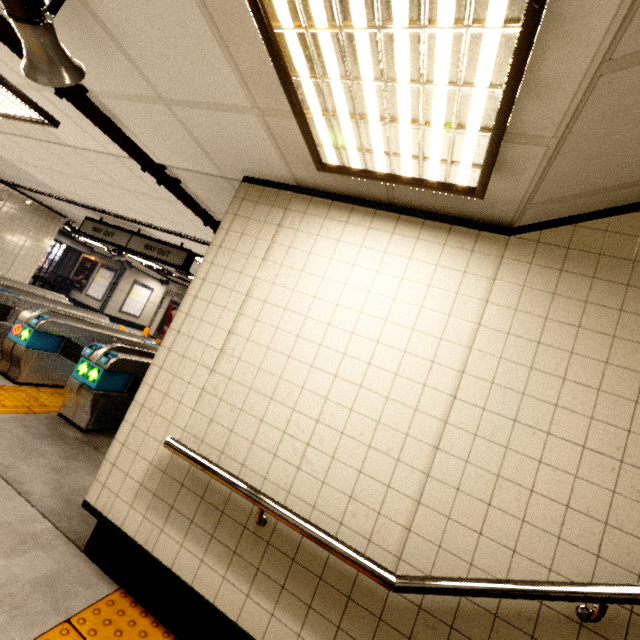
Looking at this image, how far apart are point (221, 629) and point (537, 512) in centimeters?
186cm

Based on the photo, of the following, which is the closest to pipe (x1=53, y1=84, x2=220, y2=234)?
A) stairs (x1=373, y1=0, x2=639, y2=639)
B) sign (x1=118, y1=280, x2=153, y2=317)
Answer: stairs (x1=373, y1=0, x2=639, y2=639)

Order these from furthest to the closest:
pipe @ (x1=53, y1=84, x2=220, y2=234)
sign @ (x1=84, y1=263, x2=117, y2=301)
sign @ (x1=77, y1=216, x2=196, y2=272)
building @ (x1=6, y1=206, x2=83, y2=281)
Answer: sign @ (x1=84, y1=263, x2=117, y2=301) → building @ (x1=6, y1=206, x2=83, y2=281) → sign @ (x1=77, y1=216, x2=196, y2=272) → pipe @ (x1=53, y1=84, x2=220, y2=234)

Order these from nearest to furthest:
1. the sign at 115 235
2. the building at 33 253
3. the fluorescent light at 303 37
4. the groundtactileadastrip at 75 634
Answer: the fluorescent light at 303 37
the groundtactileadastrip at 75 634
the sign at 115 235
the building at 33 253

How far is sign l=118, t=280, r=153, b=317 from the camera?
16.3 meters

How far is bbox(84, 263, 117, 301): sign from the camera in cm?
1580

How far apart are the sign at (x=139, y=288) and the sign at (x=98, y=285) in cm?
78

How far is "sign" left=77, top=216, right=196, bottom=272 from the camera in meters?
5.9 m
